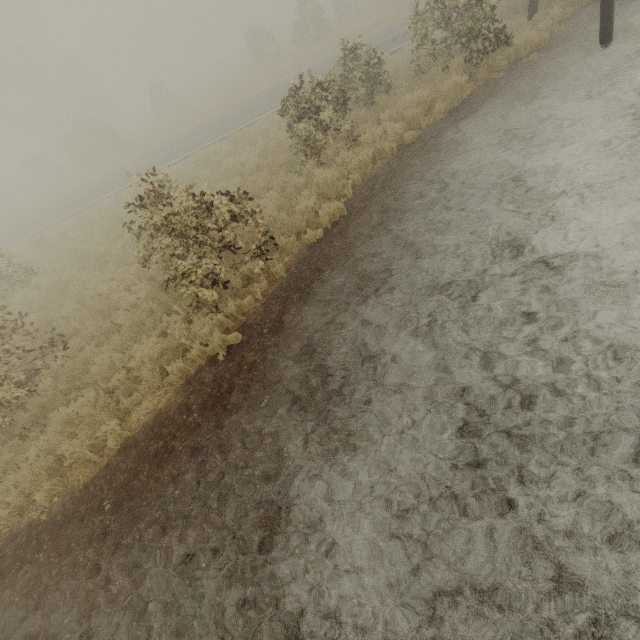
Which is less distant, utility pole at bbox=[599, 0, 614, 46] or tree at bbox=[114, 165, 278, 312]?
tree at bbox=[114, 165, 278, 312]

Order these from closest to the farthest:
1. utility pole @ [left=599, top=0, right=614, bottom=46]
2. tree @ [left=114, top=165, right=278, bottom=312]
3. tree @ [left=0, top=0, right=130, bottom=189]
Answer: tree @ [left=114, top=165, right=278, bottom=312]
utility pole @ [left=599, top=0, right=614, bottom=46]
tree @ [left=0, top=0, right=130, bottom=189]

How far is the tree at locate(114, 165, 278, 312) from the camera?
5.51m

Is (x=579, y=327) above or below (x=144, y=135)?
below

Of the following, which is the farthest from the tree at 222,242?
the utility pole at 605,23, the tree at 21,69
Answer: the tree at 21,69

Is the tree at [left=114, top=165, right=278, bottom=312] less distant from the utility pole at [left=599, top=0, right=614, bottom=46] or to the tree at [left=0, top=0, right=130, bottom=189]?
the utility pole at [left=599, top=0, right=614, bottom=46]
